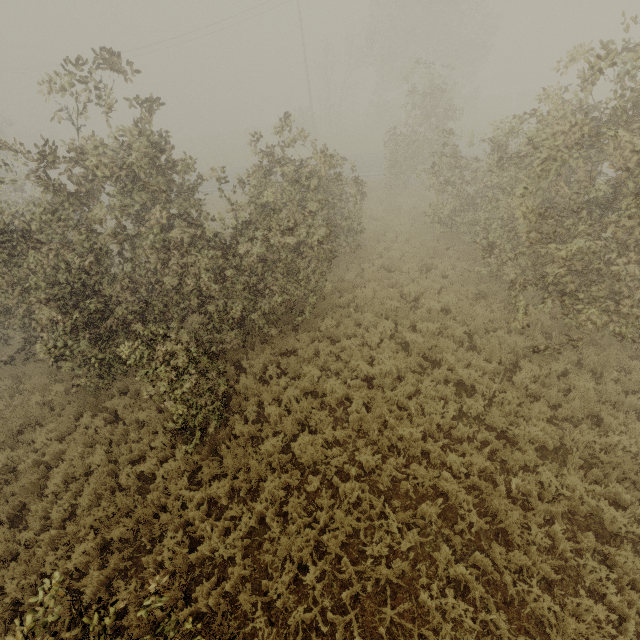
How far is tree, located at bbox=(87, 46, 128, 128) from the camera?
7.1m

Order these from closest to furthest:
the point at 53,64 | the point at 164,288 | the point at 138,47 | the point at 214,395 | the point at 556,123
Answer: the point at 556,123, the point at 214,395, the point at 164,288, the point at 138,47, the point at 53,64

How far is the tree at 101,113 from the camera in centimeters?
705cm
